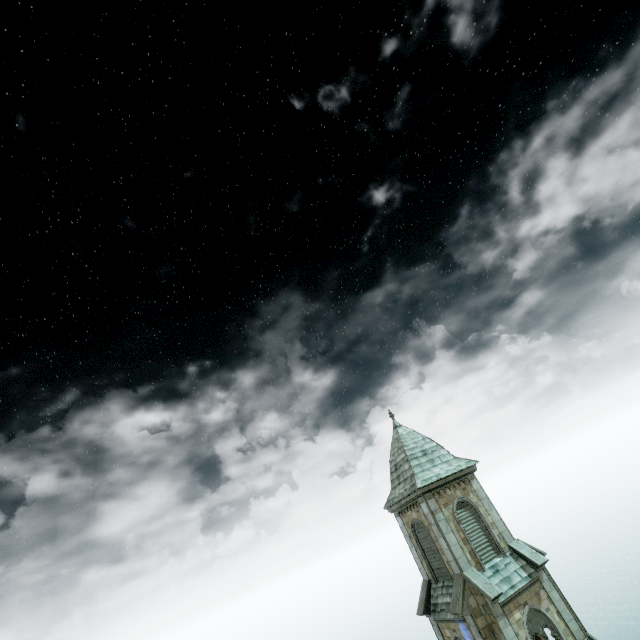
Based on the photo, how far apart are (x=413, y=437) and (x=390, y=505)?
5.4 meters
